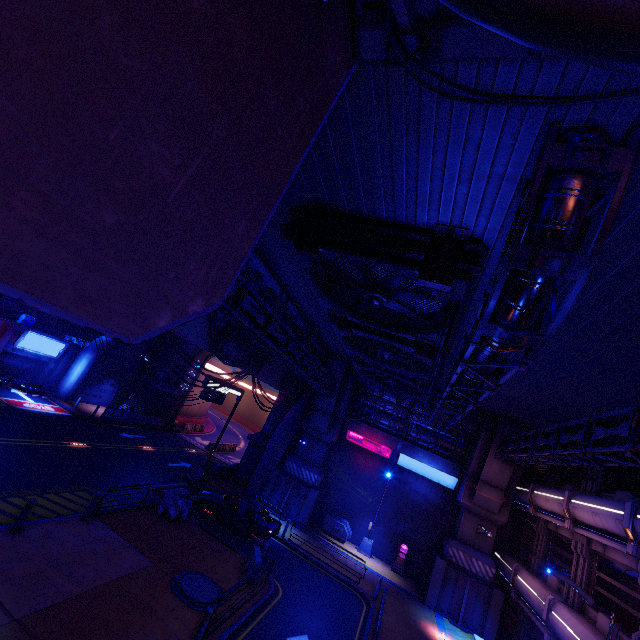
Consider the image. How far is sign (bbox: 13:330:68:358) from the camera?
25.91m

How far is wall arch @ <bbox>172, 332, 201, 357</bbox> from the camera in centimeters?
3584cm

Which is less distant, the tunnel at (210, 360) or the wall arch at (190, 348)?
the wall arch at (190, 348)

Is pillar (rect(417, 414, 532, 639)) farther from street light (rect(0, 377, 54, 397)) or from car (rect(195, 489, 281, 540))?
street light (rect(0, 377, 54, 397))

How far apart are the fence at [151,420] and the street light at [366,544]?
22.9m

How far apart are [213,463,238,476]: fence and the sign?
17.25m

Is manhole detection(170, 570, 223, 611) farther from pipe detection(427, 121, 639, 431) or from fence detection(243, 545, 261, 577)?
pipe detection(427, 121, 639, 431)

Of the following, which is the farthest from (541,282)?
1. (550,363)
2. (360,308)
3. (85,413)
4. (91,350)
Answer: (91,350)
